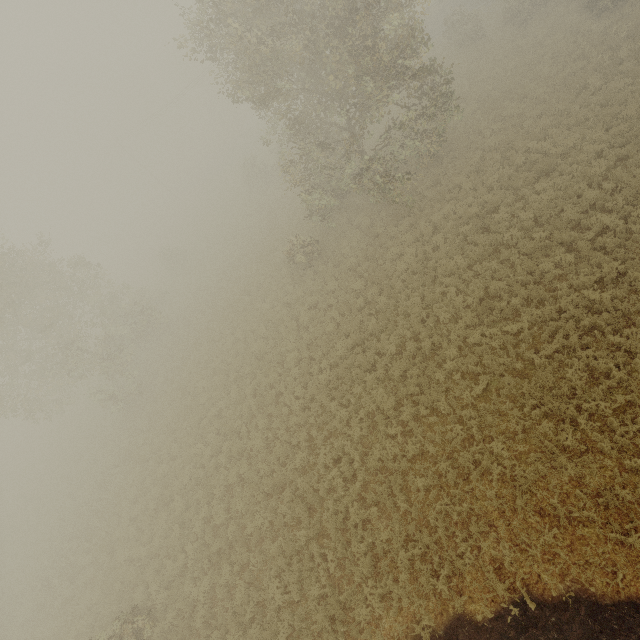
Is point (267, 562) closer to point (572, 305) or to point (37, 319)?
point (572, 305)

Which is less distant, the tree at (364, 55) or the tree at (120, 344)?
the tree at (364, 55)

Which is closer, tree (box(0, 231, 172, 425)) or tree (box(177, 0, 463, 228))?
tree (box(177, 0, 463, 228))
